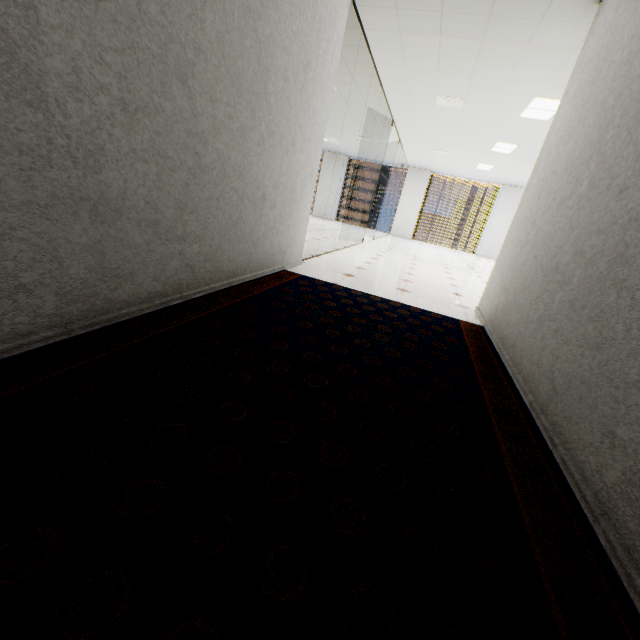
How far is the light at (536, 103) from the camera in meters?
5.0 m

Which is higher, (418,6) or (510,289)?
(418,6)

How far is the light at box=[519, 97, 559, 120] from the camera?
5.0 meters
